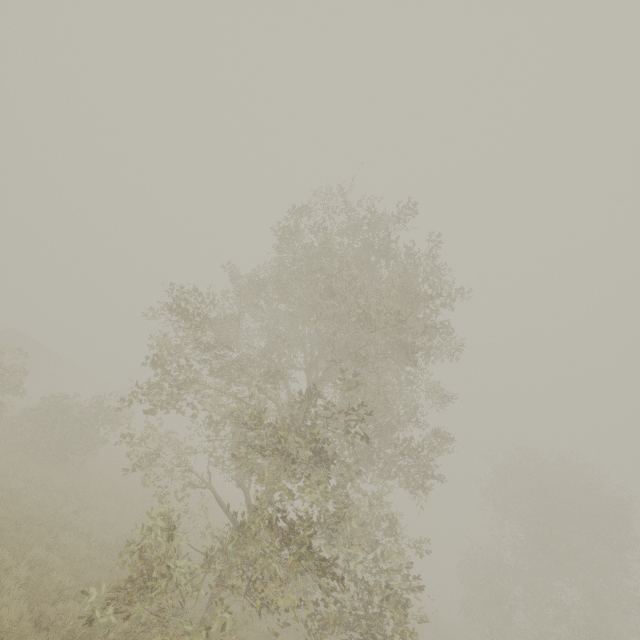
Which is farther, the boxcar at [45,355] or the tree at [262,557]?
the boxcar at [45,355]

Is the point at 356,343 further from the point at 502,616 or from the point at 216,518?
the point at 502,616

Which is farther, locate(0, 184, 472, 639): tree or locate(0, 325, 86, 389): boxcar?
locate(0, 325, 86, 389): boxcar
